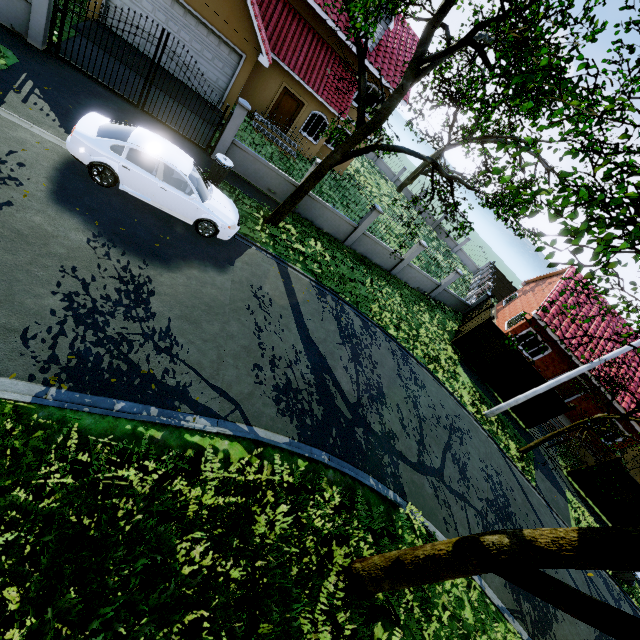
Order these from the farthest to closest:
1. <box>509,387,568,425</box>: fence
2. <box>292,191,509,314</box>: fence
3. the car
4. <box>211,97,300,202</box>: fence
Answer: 1. <box>509,387,568,425</box>: fence
2. <box>292,191,509,314</box>: fence
3. <box>211,97,300,202</box>: fence
4. the car

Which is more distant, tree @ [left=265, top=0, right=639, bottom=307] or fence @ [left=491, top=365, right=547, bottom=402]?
fence @ [left=491, top=365, right=547, bottom=402]

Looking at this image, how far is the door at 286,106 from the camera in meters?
18.7

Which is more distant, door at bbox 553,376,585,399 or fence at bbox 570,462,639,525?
door at bbox 553,376,585,399

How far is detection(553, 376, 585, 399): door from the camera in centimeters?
2068cm

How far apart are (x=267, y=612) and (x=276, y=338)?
5.82m

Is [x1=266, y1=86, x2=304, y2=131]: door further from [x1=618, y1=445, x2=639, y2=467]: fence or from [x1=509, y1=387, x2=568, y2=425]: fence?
[x1=618, y1=445, x2=639, y2=467]: fence

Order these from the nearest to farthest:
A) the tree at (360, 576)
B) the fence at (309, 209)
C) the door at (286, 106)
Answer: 1. the tree at (360, 576)
2. the fence at (309, 209)
3. the door at (286, 106)
